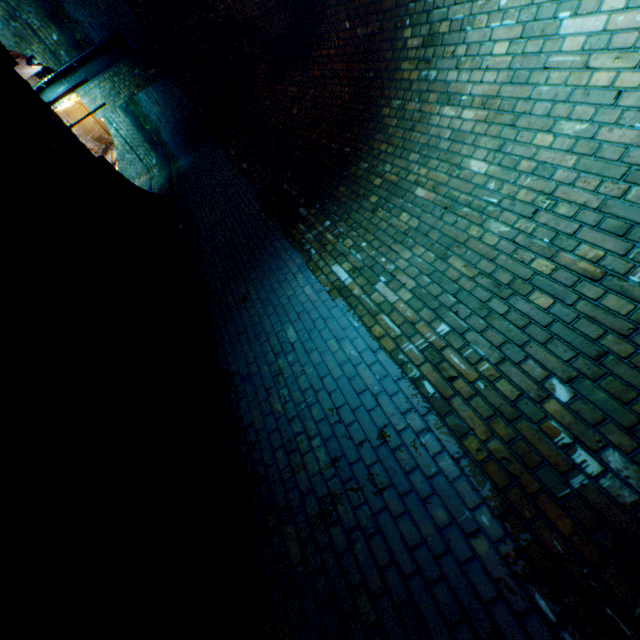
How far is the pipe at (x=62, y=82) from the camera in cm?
866

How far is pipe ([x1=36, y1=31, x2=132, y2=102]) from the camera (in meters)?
8.66

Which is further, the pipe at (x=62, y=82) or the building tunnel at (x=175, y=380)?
the pipe at (x=62, y=82)

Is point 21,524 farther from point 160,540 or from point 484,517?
point 484,517

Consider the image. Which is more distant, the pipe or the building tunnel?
the pipe
